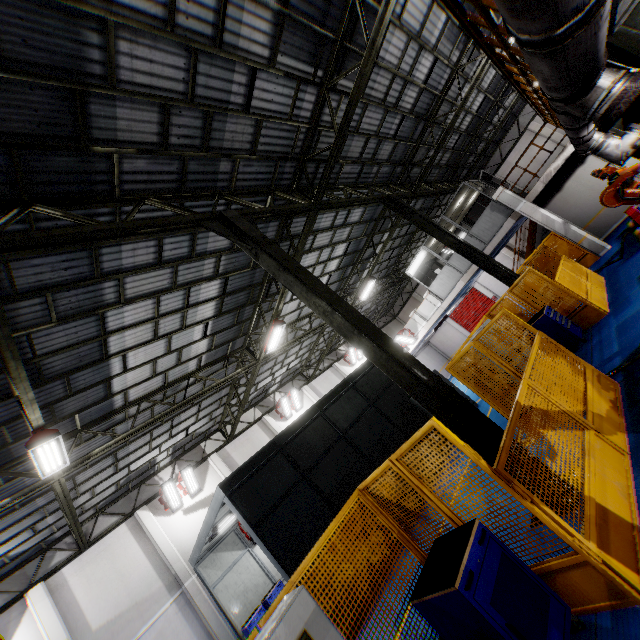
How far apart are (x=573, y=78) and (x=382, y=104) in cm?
966

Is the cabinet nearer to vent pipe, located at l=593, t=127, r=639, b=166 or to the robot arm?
vent pipe, located at l=593, t=127, r=639, b=166

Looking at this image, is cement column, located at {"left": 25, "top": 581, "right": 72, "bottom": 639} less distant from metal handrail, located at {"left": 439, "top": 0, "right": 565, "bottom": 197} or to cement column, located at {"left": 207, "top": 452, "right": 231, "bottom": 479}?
cement column, located at {"left": 207, "top": 452, "right": 231, "bottom": 479}

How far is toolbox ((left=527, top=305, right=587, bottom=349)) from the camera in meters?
8.4 m

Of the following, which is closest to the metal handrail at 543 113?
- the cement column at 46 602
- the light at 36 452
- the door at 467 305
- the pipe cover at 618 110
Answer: the pipe cover at 618 110

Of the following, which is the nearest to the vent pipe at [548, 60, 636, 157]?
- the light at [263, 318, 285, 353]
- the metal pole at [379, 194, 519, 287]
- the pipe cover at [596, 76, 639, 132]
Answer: the pipe cover at [596, 76, 639, 132]

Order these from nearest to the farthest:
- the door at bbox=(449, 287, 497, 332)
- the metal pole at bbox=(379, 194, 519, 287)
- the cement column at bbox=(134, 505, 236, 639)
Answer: the metal pole at bbox=(379, 194, 519, 287), the cement column at bbox=(134, 505, 236, 639), the door at bbox=(449, 287, 497, 332)

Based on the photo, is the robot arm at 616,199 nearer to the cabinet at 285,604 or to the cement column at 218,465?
the cabinet at 285,604
